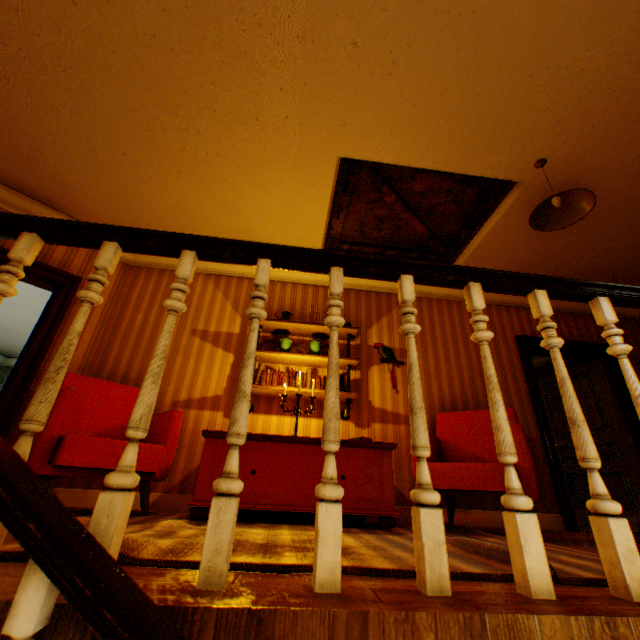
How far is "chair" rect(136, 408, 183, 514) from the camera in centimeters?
259cm

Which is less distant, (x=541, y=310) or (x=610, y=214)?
(x=541, y=310)

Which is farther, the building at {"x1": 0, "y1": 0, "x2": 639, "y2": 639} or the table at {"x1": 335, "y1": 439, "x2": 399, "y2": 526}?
the table at {"x1": 335, "y1": 439, "x2": 399, "y2": 526}

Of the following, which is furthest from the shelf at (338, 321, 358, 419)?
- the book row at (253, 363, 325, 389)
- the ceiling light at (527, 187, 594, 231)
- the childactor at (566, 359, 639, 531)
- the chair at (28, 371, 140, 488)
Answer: the childactor at (566, 359, 639, 531)

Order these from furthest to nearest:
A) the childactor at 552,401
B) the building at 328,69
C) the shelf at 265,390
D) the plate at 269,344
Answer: the childactor at 552,401 → the plate at 269,344 → the shelf at 265,390 → the building at 328,69

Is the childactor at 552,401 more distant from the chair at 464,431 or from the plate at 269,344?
the plate at 269,344

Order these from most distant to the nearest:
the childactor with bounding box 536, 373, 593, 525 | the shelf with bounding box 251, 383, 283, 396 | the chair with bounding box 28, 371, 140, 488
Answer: the childactor with bounding box 536, 373, 593, 525 < the shelf with bounding box 251, 383, 283, 396 < the chair with bounding box 28, 371, 140, 488

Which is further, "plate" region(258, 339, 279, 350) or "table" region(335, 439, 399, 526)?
"plate" region(258, 339, 279, 350)
